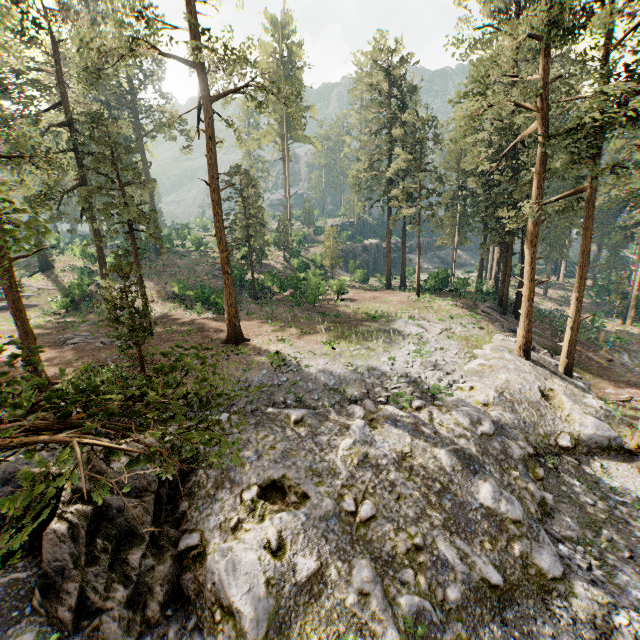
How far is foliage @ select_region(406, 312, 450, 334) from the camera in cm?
2525

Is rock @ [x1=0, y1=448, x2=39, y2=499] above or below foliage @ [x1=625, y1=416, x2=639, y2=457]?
above

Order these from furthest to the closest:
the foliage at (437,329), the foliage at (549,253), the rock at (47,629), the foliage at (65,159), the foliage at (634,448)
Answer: the foliage at (437,329)
the foliage at (549,253)
the foliage at (634,448)
the rock at (47,629)
the foliage at (65,159)

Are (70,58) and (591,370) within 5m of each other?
no

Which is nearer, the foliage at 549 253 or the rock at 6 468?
the rock at 6 468

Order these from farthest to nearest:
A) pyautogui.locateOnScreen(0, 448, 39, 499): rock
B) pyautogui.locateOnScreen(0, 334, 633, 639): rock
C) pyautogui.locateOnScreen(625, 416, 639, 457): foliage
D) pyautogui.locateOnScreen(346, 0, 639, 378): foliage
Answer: pyautogui.locateOnScreen(346, 0, 639, 378): foliage
pyautogui.locateOnScreen(625, 416, 639, 457): foliage
pyautogui.locateOnScreen(0, 448, 39, 499): rock
pyautogui.locateOnScreen(0, 334, 633, 639): rock

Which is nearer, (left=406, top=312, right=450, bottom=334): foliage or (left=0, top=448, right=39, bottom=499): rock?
(left=0, top=448, right=39, bottom=499): rock
